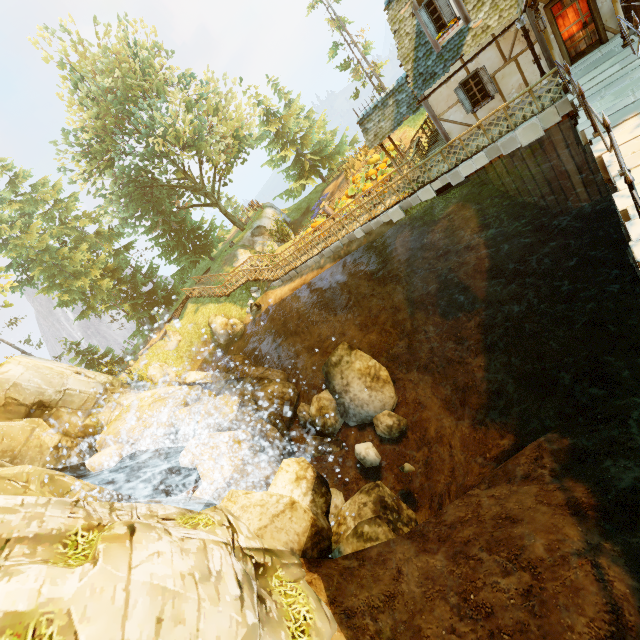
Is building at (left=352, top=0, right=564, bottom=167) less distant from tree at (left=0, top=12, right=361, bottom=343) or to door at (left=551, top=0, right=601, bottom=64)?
door at (left=551, top=0, right=601, bottom=64)

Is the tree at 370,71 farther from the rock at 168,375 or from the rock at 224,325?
the rock at 168,375

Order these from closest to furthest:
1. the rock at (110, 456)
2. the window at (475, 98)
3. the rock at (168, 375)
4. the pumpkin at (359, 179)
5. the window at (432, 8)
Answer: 1. the window at (432, 8)
2. the window at (475, 98)
3. the rock at (110, 456)
4. the pumpkin at (359, 179)
5. the rock at (168, 375)

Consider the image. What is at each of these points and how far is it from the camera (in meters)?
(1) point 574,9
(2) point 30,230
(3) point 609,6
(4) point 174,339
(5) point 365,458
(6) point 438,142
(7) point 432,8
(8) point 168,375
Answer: (1) door, 10.74
(2) tree, 24.45
(3) building, 10.52
(4) rock, 27.00
(5) rock, 14.23
(6) wooden platform, 17.48
(7) window, 12.14
(8) rock, 24.92

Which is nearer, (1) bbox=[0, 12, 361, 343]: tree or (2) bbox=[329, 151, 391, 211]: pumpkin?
(2) bbox=[329, 151, 391, 211]: pumpkin

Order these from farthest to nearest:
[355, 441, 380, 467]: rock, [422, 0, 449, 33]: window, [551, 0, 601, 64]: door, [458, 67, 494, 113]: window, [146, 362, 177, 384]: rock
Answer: [146, 362, 177, 384]: rock
[355, 441, 380, 467]: rock
[458, 67, 494, 113]: window
[422, 0, 449, 33]: window
[551, 0, 601, 64]: door

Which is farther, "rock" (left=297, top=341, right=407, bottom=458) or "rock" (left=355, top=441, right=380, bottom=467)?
"rock" (left=297, top=341, right=407, bottom=458)

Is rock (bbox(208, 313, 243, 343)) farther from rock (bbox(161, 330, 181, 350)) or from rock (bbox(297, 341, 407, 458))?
rock (bbox(161, 330, 181, 350))
